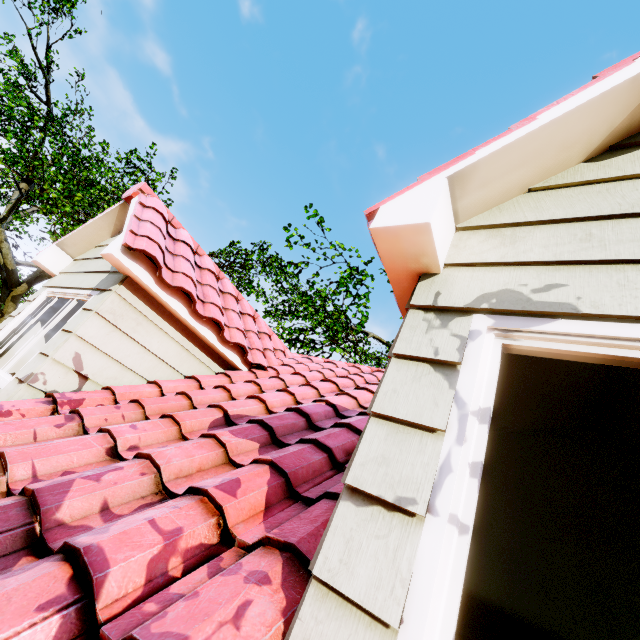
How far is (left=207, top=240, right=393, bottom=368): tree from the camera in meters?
11.4

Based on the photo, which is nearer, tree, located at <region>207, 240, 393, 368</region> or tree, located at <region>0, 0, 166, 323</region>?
tree, located at <region>0, 0, 166, 323</region>

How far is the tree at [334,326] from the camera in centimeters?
1139cm

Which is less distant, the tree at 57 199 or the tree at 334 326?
the tree at 57 199

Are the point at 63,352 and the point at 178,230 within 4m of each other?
→ yes
